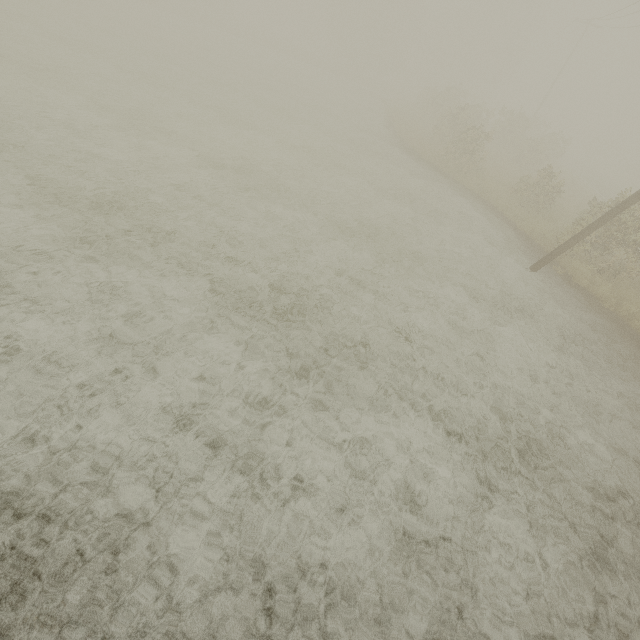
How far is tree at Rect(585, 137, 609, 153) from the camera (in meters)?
58.77

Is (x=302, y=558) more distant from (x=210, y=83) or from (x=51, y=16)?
(x=51, y=16)

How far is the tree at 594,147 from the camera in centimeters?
5877cm
